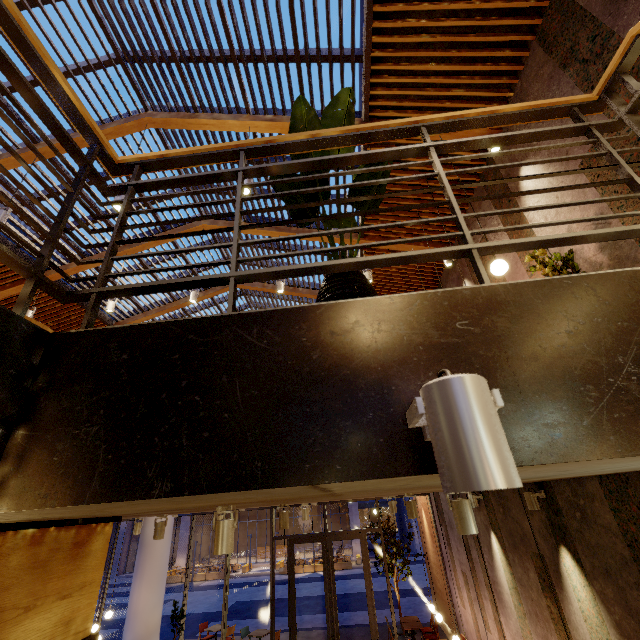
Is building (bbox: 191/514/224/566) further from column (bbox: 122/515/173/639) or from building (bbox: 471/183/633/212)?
column (bbox: 122/515/173/639)

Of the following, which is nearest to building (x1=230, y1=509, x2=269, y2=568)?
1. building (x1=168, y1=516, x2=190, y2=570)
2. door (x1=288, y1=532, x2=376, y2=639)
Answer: building (x1=168, y1=516, x2=190, y2=570)

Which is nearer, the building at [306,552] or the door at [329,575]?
the door at [329,575]

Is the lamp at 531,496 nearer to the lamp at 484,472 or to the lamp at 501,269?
the lamp at 501,269

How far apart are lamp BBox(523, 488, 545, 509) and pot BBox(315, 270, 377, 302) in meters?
5.0 m

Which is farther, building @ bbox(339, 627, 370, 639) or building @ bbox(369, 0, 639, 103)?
building @ bbox(339, 627, 370, 639)

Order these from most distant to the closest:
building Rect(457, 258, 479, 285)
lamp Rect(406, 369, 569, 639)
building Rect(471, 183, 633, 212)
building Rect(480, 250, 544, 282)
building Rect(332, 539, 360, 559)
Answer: building Rect(332, 539, 360, 559) < building Rect(457, 258, 479, 285) < building Rect(480, 250, 544, 282) < building Rect(471, 183, 633, 212) < lamp Rect(406, 369, 569, 639)

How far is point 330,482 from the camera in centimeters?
91cm
